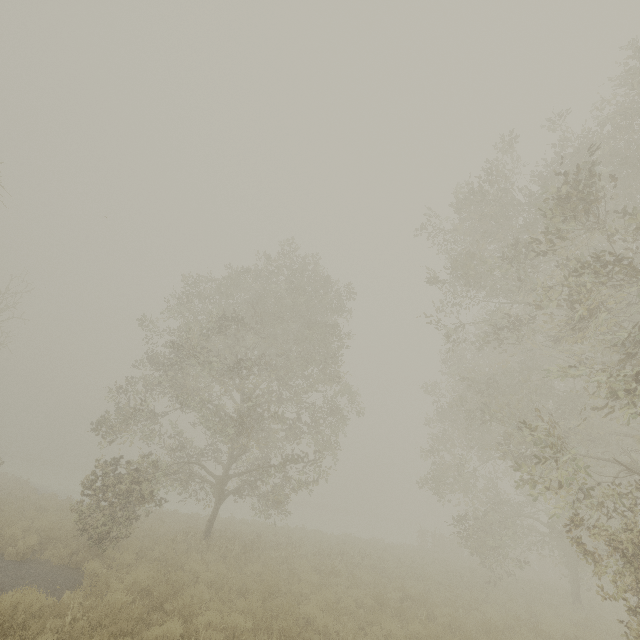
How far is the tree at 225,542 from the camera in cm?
1212

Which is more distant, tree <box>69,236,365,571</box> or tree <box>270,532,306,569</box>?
tree <box>270,532,306,569</box>

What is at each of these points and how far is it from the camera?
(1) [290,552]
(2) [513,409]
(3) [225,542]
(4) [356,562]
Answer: (1) tree, 14.57m
(2) tree, 15.21m
(3) tree, 14.12m
(4) tree, 16.08m

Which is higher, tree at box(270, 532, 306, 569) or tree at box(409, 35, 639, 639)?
tree at box(409, 35, 639, 639)

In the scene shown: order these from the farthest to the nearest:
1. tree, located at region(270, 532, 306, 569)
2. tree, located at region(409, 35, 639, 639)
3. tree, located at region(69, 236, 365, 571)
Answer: tree, located at region(270, 532, 306, 569) < tree, located at region(69, 236, 365, 571) < tree, located at region(409, 35, 639, 639)

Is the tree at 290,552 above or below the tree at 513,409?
below

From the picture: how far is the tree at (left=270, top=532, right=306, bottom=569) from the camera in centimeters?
1351cm
